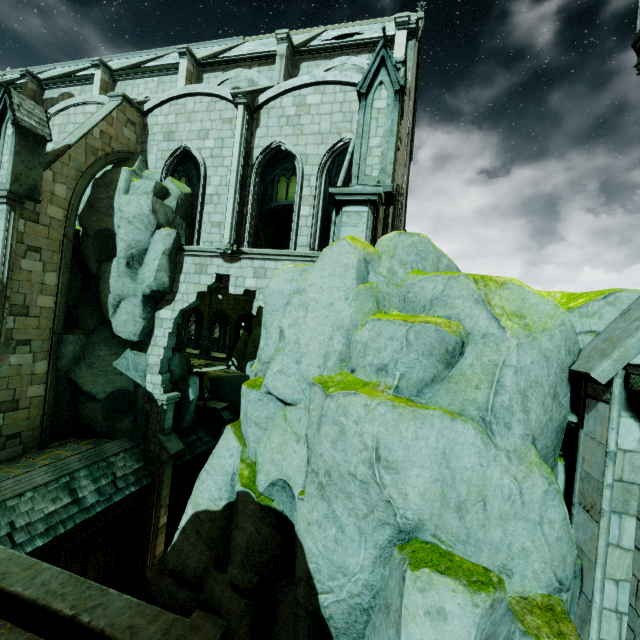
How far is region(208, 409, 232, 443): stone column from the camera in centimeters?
1842cm

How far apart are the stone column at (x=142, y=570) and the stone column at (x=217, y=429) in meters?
3.8

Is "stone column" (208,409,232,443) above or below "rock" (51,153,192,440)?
below

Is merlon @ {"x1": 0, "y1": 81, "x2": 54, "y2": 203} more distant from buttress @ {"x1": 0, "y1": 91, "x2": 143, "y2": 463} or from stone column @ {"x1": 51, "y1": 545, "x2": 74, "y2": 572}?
stone column @ {"x1": 51, "y1": 545, "x2": 74, "y2": 572}

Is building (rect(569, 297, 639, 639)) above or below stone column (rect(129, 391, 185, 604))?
above

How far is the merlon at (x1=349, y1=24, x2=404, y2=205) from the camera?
7.2 meters

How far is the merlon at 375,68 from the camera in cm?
722

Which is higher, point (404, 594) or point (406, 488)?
point (406, 488)
